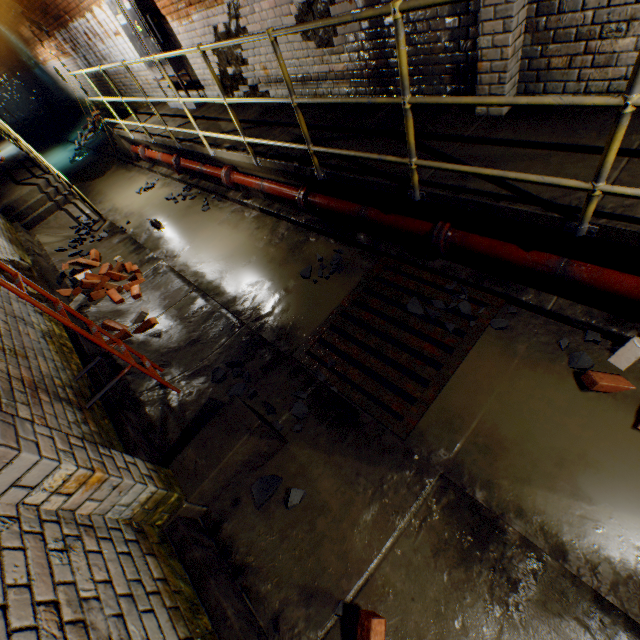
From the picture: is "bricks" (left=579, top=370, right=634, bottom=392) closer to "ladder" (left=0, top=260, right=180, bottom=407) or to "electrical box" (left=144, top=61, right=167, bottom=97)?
"ladder" (left=0, top=260, right=180, bottom=407)

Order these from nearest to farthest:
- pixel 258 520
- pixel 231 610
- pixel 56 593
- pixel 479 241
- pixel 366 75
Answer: pixel 56 593 < pixel 231 610 < pixel 258 520 < pixel 479 241 < pixel 366 75

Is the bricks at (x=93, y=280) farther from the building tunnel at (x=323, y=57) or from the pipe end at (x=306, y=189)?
the pipe end at (x=306, y=189)

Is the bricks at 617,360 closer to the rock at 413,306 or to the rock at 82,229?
the rock at 413,306

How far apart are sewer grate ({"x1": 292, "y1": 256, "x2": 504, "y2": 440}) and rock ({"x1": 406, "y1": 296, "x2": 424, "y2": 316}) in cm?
0

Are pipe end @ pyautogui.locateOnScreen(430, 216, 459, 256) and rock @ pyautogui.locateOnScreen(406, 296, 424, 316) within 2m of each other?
yes

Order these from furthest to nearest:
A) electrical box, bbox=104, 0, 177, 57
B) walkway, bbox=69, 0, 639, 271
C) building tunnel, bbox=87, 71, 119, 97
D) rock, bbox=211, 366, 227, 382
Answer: building tunnel, bbox=87, 71, 119, 97
electrical box, bbox=104, 0, 177, 57
rock, bbox=211, 366, 227, 382
walkway, bbox=69, 0, 639, 271

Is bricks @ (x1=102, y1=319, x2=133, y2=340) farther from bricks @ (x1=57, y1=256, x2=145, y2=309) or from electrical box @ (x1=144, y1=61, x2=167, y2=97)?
electrical box @ (x1=144, y1=61, x2=167, y2=97)
